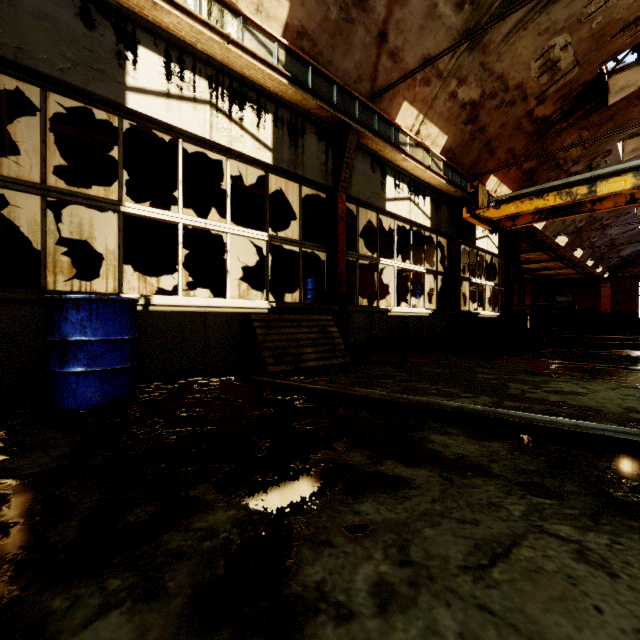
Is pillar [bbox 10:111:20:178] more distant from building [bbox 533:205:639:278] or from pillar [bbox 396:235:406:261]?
pillar [bbox 396:235:406:261]

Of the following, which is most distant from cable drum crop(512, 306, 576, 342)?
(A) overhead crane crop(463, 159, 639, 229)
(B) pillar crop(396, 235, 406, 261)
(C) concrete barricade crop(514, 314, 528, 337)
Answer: (B) pillar crop(396, 235, 406, 261)

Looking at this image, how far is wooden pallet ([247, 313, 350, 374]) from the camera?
4.48m

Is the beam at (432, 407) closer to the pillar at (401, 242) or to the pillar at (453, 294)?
the pillar at (453, 294)

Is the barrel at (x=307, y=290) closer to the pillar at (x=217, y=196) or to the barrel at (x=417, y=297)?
the pillar at (x=217, y=196)

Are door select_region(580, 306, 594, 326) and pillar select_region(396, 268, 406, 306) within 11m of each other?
no

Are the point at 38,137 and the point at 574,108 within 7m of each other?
no

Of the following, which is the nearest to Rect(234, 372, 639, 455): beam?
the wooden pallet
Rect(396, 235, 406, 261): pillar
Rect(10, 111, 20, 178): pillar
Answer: the wooden pallet
